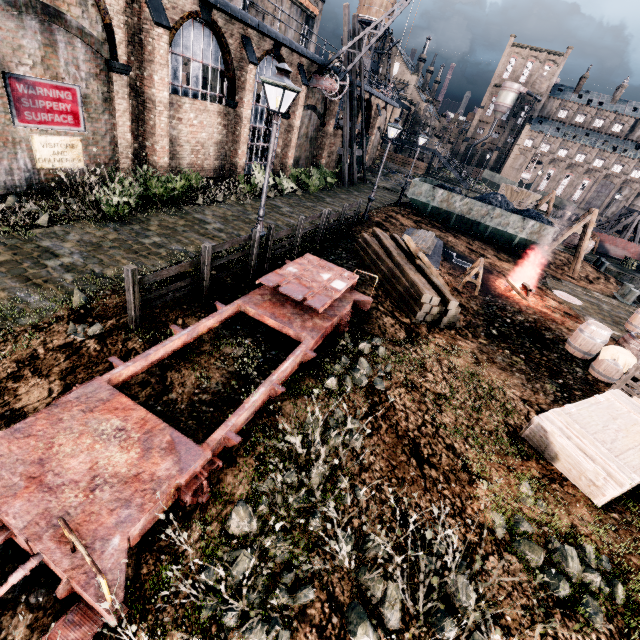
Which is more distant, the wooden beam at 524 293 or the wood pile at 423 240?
the wood pile at 423 240

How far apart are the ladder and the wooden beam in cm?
898

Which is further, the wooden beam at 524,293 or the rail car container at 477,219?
→ the rail car container at 477,219

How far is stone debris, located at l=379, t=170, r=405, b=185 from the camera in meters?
39.6 m

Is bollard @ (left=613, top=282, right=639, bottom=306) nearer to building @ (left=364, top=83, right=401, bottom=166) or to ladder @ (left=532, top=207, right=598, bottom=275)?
ladder @ (left=532, top=207, right=598, bottom=275)

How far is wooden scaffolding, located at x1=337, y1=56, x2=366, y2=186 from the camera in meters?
27.4 m

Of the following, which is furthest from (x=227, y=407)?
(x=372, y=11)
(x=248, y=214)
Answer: (x=372, y=11)

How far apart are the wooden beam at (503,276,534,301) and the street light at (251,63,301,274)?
12.2m
